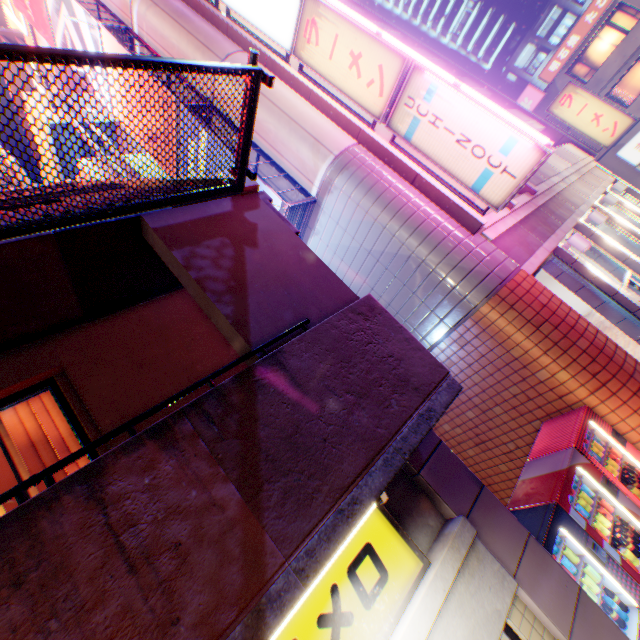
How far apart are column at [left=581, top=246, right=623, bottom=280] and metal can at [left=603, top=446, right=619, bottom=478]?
6.77m

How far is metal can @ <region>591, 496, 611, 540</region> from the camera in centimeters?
436cm

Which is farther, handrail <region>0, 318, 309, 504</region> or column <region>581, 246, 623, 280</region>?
column <region>581, 246, 623, 280</region>

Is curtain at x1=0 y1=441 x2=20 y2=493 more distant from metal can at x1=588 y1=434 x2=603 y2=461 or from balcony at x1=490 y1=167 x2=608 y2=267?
balcony at x1=490 y1=167 x2=608 y2=267

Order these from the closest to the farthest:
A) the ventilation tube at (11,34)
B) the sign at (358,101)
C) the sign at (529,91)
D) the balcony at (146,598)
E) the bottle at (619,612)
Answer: the balcony at (146,598)
the bottle at (619,612)
the sign at (358,101)
the ventilation tube at (11,34)
the sign at (529,91)

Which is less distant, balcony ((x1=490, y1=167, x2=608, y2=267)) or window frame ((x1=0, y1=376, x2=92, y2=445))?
window frame ((x1=0, y1=376, x2=92, y2=445))

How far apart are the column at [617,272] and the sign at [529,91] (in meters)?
19.53

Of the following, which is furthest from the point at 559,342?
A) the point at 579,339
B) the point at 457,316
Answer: the point at 457,316
